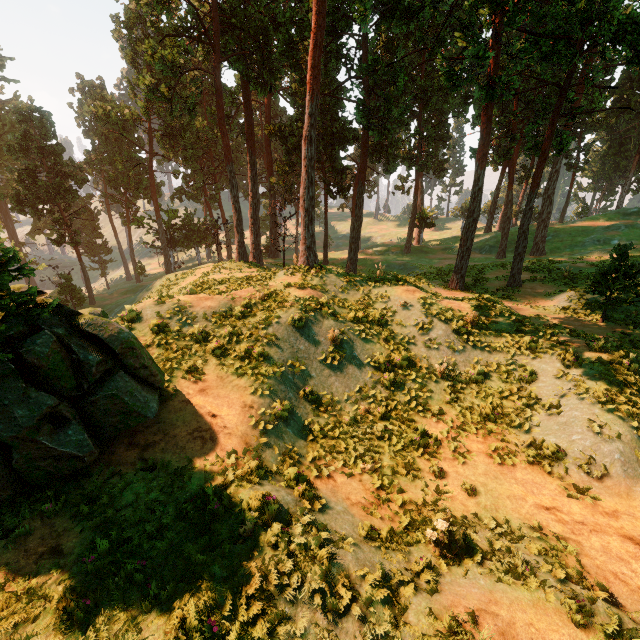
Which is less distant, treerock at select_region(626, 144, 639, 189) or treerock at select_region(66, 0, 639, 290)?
treerock at select_region(66, 0, 639, 290)

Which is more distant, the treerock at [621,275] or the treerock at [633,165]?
the treerock at [633,165]

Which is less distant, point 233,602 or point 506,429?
point 233,602

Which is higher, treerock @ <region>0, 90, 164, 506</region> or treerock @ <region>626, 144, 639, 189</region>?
treerock @ <region>626, 144, 639, 189</region>

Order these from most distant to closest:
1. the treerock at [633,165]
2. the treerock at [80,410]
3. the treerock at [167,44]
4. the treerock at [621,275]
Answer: the treerock at [633,165] < the treerock at [167,44] < the treerock at [621,275] < the treerock at [80,410]

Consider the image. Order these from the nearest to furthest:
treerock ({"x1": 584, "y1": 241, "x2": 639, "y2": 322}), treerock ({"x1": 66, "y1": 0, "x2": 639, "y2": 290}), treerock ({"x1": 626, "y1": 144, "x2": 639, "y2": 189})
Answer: treerock ({"x1": 584, "y1": 241, "x2": 639, "y2": 322}) < treerock ({"x1": 66, "y1": 0, "x2": 639, "y2": 290}) < treerock ({"x1": 626, "y1": 144, "x2": 639, "y2": 189})
